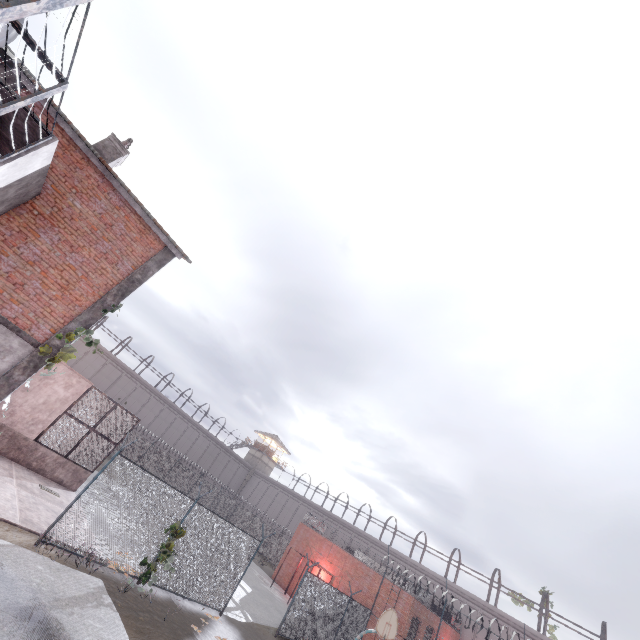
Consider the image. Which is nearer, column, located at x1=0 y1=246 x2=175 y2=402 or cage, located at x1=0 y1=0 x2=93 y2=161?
cage, located at x1=0 y1=0 x2=93 y2=161

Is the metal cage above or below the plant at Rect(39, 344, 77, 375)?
below

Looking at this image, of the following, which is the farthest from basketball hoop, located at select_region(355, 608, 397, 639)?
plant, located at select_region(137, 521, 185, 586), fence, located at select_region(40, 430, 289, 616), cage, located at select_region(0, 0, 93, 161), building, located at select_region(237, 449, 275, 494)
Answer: building, located at select_region(237, 449, 275, 494)

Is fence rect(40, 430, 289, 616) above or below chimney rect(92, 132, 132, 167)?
below

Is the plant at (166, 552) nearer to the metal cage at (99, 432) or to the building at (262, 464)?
the metal cage at (99, 432)

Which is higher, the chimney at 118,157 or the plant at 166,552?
the chimney at 118,157

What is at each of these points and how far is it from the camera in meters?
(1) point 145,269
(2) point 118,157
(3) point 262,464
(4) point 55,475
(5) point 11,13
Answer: (1) column, 11.1
(2) chimney, 12.3
(3) building, 57.5
(4) foundation, 14.6
(5) cage, 3.1

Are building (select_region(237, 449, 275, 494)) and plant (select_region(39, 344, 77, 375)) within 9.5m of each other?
no
